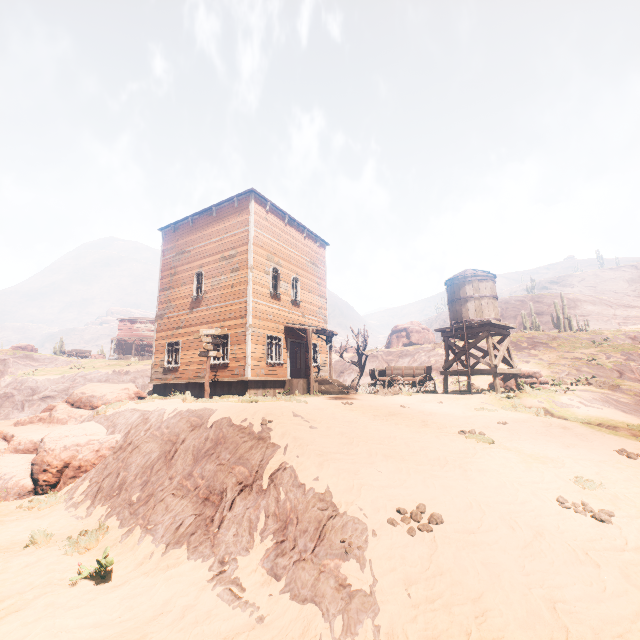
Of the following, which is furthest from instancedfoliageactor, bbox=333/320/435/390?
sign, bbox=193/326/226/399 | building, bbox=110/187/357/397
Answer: sign, bbox=193/326/226/399

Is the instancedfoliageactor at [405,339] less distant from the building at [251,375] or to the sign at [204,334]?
the building at [251,375]

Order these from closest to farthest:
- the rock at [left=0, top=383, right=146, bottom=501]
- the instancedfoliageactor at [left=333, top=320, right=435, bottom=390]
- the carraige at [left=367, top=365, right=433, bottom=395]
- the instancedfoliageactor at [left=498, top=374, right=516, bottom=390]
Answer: the rock at [left=0, top=383, right=146, bottom=501], the carraige at [left=367, top=365, right=433, bottom=395], the instancedfoliageactor at [left=498, top=374, right=516, bottom=390], the instancedfoliageactor at [left=333, top=320, right=435, bottom=390]

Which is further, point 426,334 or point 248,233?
point 426,334

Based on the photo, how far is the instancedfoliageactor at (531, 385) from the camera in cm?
1555

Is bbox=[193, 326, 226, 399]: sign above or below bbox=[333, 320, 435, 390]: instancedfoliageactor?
below

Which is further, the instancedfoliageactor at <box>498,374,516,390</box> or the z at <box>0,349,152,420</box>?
the z at <box>0,349,152,420</box>
